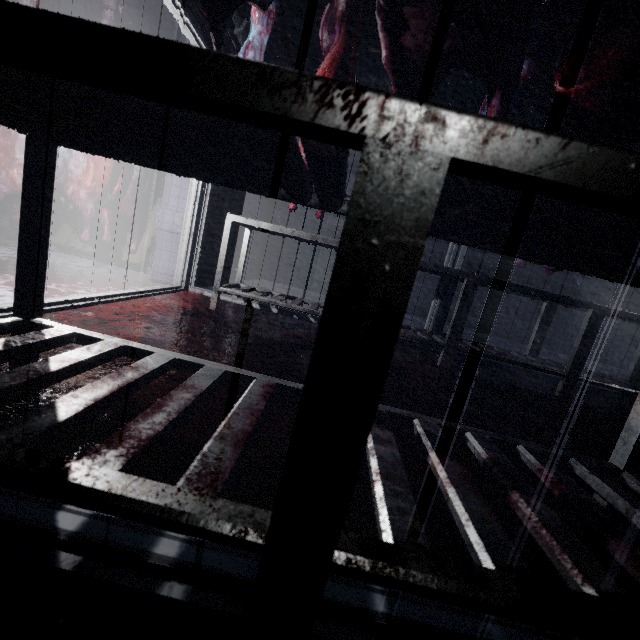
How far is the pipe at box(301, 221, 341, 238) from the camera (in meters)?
5.91

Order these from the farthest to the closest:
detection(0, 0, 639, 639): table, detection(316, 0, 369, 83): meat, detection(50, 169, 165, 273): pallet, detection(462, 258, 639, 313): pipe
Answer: detection(462, 258, 639, 313): pipe → detection(50, 169, 165, 273): pallet → detection(316, 0, 369, 83): meat → detection(0, 0, 639, 639): table

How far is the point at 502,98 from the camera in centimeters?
71cm

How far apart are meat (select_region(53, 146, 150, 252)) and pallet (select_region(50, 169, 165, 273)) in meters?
0.0 m

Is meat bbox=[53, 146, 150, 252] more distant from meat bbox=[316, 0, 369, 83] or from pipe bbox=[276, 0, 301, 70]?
meat bbox=[316, 0, 369, 83]

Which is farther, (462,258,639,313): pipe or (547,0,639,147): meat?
(462,258,639,313): pipe

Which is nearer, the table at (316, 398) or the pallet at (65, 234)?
the table at (316, 398)

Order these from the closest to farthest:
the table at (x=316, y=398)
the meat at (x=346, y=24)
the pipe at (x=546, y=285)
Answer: the table at (x=316, y=398) → the meat at (x=346, y=24) → the pipe at (x=546, y=285)
